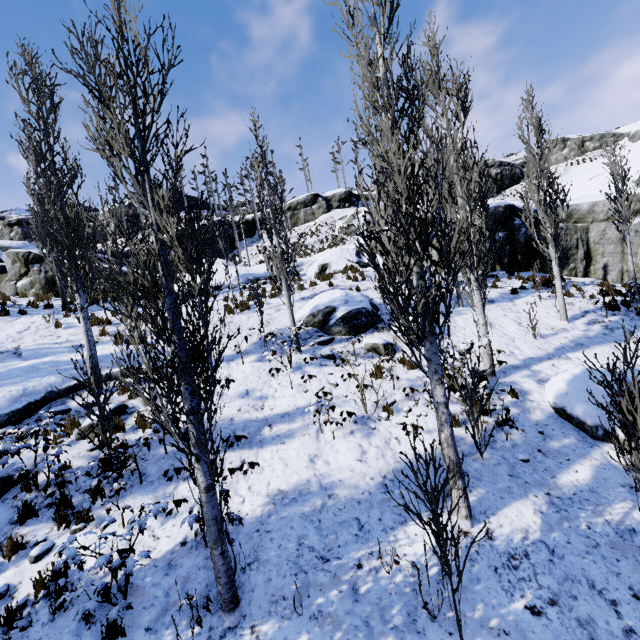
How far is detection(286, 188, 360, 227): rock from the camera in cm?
3744

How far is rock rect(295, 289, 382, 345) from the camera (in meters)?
11.56

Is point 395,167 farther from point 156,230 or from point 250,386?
point 250,386

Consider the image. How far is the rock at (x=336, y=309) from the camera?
11.6 meters

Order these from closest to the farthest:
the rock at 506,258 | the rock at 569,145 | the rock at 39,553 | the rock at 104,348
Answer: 1. the rock at 39,553
2. the rock at 104,348
3. the rock at 506,258
4. the rock at 569,145

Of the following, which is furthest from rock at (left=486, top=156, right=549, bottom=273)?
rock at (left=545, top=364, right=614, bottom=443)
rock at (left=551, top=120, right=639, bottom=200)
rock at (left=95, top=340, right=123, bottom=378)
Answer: rock at (left=545, top=364, right=614, bottom=443)

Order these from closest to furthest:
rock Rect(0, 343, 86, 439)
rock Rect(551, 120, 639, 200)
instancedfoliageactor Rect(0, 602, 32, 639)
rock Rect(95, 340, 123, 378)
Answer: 1. instancedfoliageactor Rect(0, 602, 32, 639)
2. rock Rect(0, 343, 86, 439)
3. rock Rect(95, 340, 123, 378)
4. rock Rect(551, 120, 639, 200)
